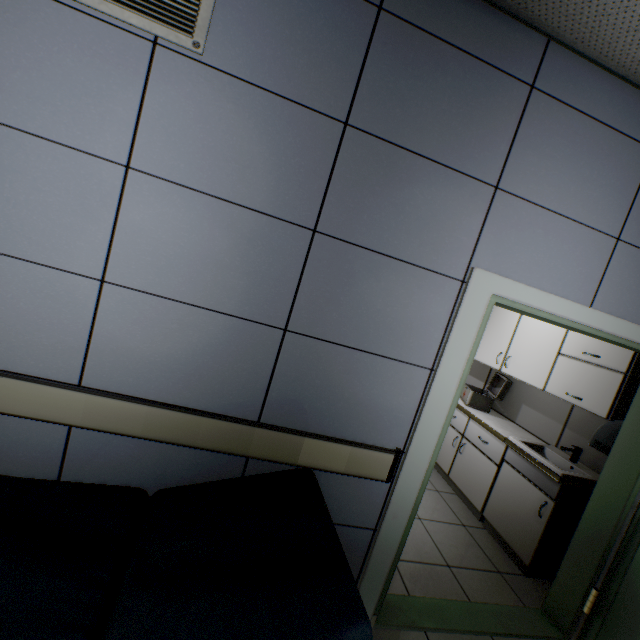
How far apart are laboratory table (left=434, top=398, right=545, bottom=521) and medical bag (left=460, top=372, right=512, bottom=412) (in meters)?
0.02

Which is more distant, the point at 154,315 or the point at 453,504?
the point at 453,504

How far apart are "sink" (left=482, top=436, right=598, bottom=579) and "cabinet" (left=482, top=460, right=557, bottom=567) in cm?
2

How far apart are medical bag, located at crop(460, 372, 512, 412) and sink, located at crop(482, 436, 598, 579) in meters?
0.7

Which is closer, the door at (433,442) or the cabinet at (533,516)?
the door at (433,442)

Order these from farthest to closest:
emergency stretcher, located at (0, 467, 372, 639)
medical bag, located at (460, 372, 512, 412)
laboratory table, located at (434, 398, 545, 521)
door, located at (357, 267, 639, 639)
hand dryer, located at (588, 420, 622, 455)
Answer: medical bag, located at (460, 372, 512, 412), laboratory table, located at (434, 398, 545, 521), hand dryer, located at (588, 420, 622, 455), door, located at (357, 267, 639, 639), emergency stretcher, located at (0, 467, 372, 639)

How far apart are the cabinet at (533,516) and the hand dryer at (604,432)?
Result: 0.58m

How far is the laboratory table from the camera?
3.3 meters
